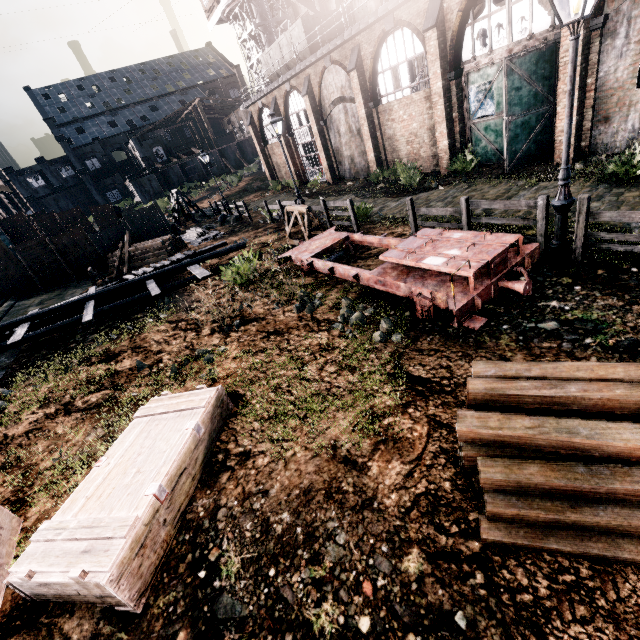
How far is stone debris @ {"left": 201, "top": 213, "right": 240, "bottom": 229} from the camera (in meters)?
26.80

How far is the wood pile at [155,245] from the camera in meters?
21.8 m

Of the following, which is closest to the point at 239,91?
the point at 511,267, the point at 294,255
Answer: the point at 294,255

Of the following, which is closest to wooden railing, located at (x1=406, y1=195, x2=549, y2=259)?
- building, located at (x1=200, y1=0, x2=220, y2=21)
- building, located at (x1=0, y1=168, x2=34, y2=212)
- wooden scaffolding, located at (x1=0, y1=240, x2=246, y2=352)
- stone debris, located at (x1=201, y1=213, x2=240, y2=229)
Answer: wooden scaffolding, located at (x1=0, y1=240, x2=246, y2=352)

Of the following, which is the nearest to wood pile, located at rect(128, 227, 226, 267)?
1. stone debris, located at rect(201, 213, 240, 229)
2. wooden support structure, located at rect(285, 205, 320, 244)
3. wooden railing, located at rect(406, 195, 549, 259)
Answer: stone debris, located at rect(201, 213, 240, 229)

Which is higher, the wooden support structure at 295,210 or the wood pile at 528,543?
the wooden support structure at 295,210

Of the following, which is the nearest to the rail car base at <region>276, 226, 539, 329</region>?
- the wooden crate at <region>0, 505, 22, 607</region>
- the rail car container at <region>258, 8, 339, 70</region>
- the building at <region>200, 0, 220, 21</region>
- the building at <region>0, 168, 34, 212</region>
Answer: the wooden crate at <region>0, 505, 22, 607</region>

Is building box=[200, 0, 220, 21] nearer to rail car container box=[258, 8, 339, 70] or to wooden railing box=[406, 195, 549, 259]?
rail car container box=[258, 8, 339, 70]
